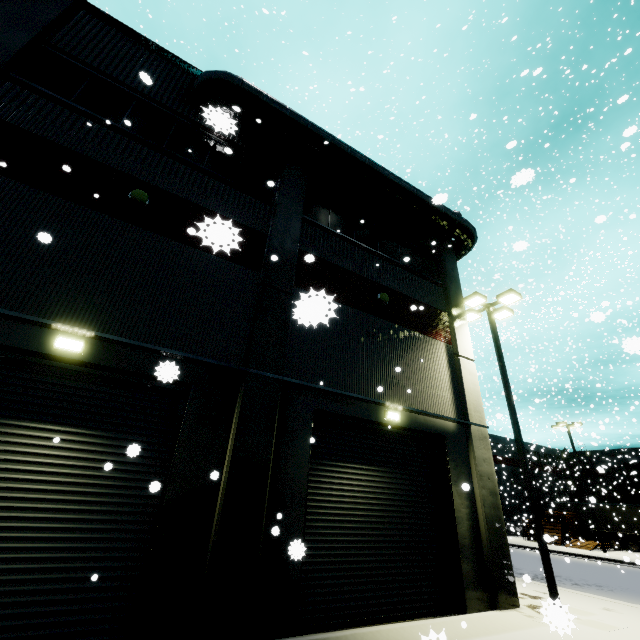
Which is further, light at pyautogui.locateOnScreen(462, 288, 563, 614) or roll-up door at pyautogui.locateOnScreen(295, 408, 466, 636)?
light at pyautogui.locateOnScreen(462, 288, 563, 614)

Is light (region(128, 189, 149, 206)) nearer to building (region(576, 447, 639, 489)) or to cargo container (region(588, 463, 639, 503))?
building (region(576, 447, 639, 489))

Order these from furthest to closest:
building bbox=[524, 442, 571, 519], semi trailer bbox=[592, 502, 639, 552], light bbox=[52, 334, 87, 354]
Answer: building bbox=[524, 442, 571, 519] < semi trailer bbox=[592, 502, 639, 552] < light bbox=[52, 334, 87, 354]

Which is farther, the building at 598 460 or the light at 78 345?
the building at 598 460

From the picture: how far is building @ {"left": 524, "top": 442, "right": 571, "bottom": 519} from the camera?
39.1m

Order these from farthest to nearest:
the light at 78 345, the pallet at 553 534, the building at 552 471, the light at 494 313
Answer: the building at 552 471, the pallet at 553 534, the light at 494 313, the light at 78 345

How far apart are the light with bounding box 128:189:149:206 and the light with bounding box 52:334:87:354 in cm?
373

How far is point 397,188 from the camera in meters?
12.9
